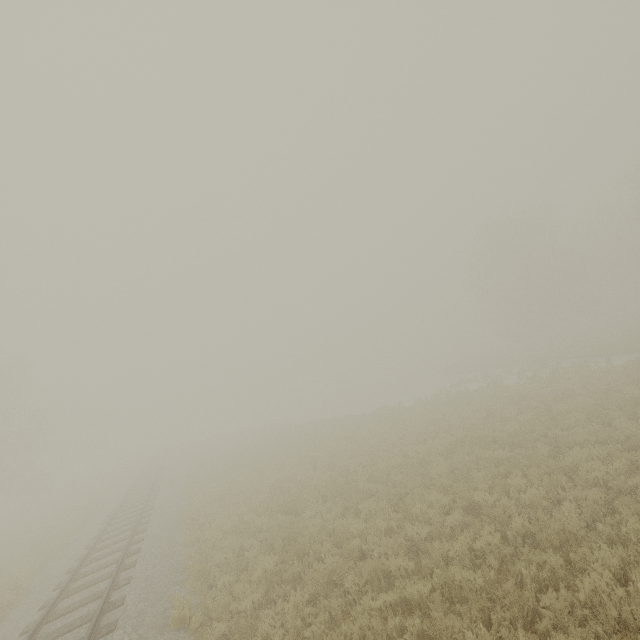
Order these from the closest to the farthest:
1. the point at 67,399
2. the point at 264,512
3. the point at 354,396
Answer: the point at 264,512, the point at 67,399, the point at 354,396
